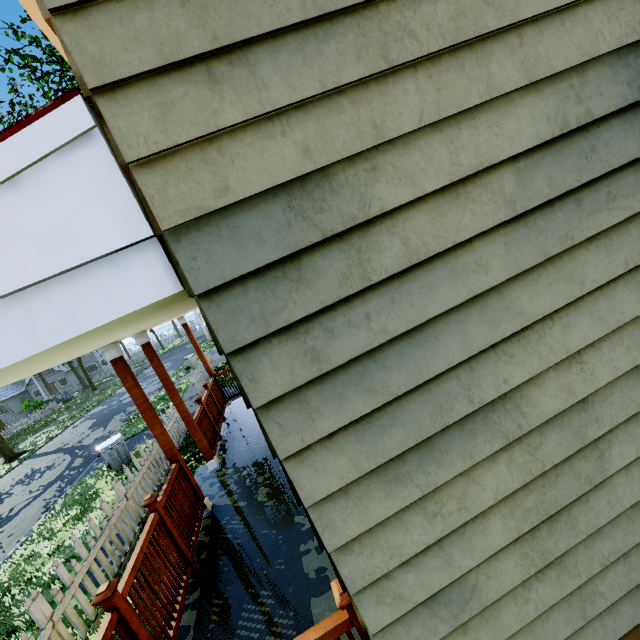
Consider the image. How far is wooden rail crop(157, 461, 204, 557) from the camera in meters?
3.8

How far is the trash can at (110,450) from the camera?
8.80m

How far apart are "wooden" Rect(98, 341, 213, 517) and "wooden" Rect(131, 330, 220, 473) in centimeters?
98cm

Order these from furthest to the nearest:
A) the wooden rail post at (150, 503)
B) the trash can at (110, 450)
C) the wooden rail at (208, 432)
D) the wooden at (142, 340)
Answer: the trash can at (110, 450)
the wooden rail at (208, 432)
the wooden at (142, 340)
the wooden rail post at (150, 503)

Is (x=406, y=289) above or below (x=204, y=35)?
below

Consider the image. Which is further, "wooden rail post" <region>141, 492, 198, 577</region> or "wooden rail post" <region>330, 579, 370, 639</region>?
"wooden rail post" <region>141, 492, 198, 577</region>

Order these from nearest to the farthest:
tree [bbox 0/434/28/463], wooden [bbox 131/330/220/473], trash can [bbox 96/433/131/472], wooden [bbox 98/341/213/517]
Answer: wooden [bbox 98/341/213/517]
wooden [bbox 131/330/220/473]
trash can [bbox 96/433/131/472]
tree [bbox 0/434/28/463]

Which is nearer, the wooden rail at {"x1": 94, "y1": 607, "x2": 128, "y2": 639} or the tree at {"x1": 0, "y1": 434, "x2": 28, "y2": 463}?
the wooden rail at {"x1": 94, "y1": 607, "x2": 128, "y2": 639}
